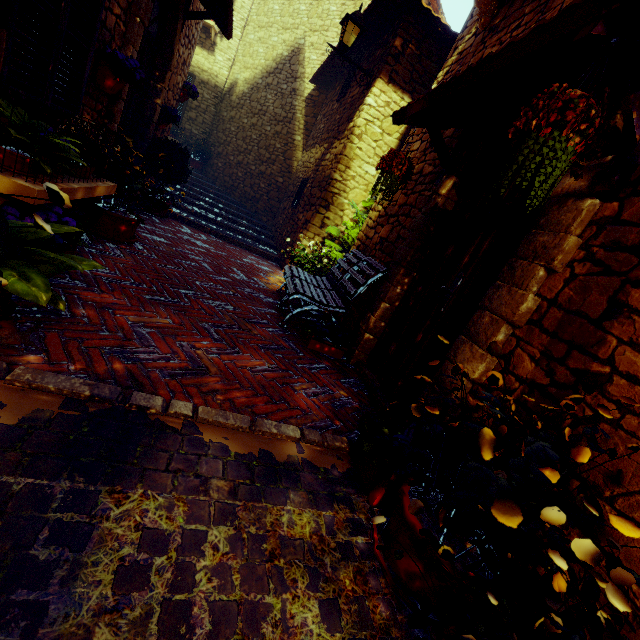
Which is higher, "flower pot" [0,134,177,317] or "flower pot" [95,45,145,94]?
"flower pot" [95,45,145,94]

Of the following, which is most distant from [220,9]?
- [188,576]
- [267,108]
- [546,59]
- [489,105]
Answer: [188,576]

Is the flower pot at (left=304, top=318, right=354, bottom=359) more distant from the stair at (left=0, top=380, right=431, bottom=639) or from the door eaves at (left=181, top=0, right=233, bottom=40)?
the door eaves at (left=181, top=0, right=233, bottom=40)

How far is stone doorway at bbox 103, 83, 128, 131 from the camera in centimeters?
358cm

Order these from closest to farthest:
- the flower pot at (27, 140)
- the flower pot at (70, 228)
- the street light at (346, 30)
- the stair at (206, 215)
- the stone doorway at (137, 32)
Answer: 1. the flower pot at (70, 228)
2. the flower pot at (27, 140)
3. the stone doorway at (137, 32)
4. the street light at (346, 30)
5. the stair at (206, 215)

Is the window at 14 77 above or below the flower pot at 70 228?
above

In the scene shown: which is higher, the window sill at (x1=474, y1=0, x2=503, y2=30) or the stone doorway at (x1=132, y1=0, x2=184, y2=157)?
the window sill at (x1=474, y1=0, x2=503, y2=30)

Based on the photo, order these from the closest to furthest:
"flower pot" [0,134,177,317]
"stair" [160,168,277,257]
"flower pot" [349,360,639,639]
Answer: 1. "flower pot" [349,360,639,639]
2. "flower pot" [0,134,177,317]
3. "stair" [160,168,277,257]
